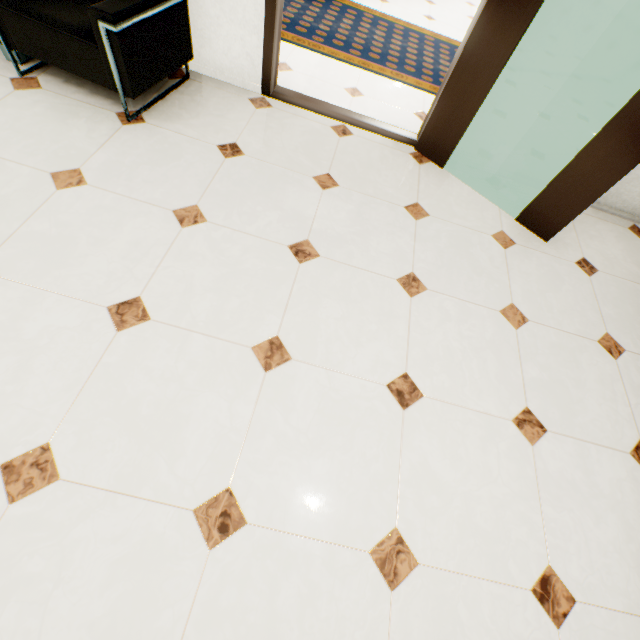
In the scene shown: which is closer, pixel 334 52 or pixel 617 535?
pixel 617 535

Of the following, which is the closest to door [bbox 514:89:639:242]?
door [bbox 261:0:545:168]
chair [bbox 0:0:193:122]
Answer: door [bbox 261:0:545:168]

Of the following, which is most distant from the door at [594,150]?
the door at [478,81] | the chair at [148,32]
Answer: the chair at [148,32]

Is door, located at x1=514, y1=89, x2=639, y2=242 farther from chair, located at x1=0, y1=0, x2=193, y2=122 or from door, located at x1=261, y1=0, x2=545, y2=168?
chair, located at x1=0, y1=0, x2=193, y2=122
